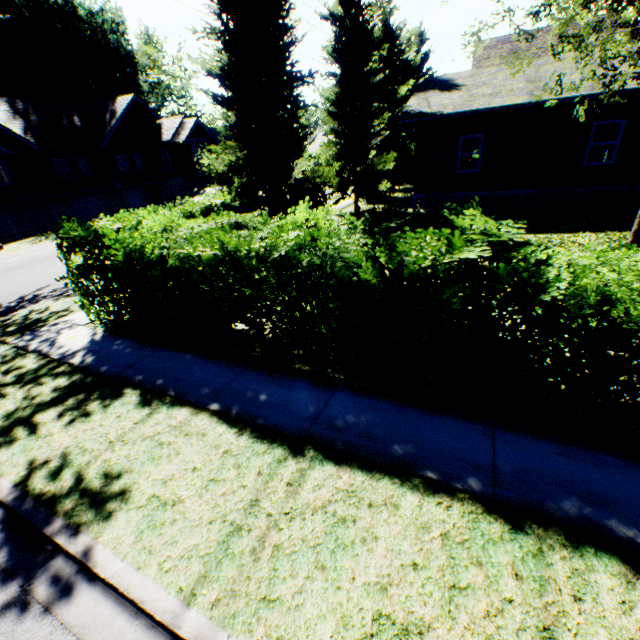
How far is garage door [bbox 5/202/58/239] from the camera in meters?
26.2

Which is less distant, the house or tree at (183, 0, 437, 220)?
tree at (183, 0, 437, 220)

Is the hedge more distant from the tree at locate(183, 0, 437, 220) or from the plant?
the plant

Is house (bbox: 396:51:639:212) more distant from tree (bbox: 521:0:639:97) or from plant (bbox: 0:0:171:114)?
plant (bbox: 0:0:171:114)

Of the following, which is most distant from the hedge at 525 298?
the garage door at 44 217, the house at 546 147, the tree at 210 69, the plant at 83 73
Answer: the plant at 83 73

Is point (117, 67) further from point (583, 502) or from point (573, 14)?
point (583, 502)

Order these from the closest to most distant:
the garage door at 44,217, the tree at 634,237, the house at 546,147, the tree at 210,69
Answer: the tree at 634,237
the tree at 210,69
the house at 546,147
the garage door at 44,217
